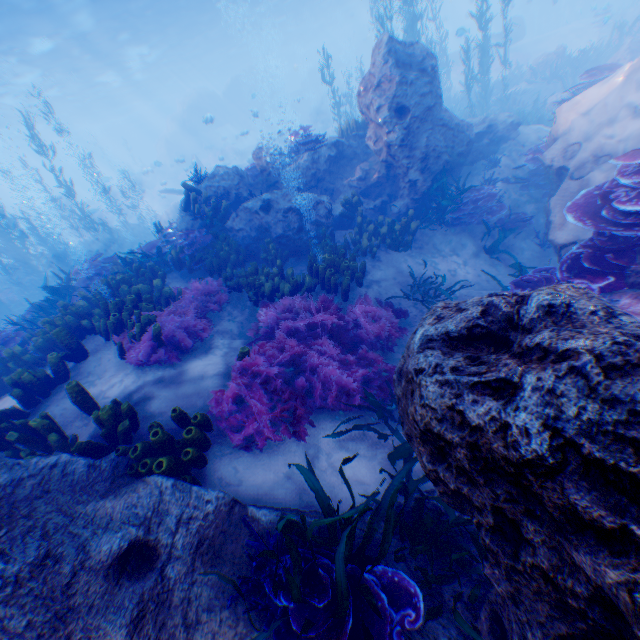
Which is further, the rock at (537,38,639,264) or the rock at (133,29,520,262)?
the rock at (133,29,520,262)

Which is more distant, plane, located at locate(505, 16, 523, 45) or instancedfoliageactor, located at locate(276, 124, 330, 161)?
plane, located at locate(505, 16, 523, 45)

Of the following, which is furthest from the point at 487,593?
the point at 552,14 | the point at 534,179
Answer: the point at 552,14

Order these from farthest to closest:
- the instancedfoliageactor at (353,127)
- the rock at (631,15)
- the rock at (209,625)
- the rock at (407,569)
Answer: the rock at (631,15) < the instancedfoliageactor at (353,127) < the rock at (407,569) < the rock at (209,625)

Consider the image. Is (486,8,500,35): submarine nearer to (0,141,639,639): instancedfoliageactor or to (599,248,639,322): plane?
(0,141,639,639): instancedfoliageactor

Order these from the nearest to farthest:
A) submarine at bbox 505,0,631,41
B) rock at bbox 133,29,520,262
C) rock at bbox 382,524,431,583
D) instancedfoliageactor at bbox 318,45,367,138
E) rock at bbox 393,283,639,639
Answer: rock at bbox 393,283,639,639 → rock at bbox 382,524,431,583 → rock at bbox 133,29,520,262 → instancedfoliageactor at bbox 318,45,367,138 → submarine at bbox 505,0,631,41

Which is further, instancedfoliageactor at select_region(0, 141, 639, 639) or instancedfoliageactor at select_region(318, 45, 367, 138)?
instancedfoliageactor at select_region(318, 45, 367, 138)

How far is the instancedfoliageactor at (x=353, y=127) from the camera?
11.0m
